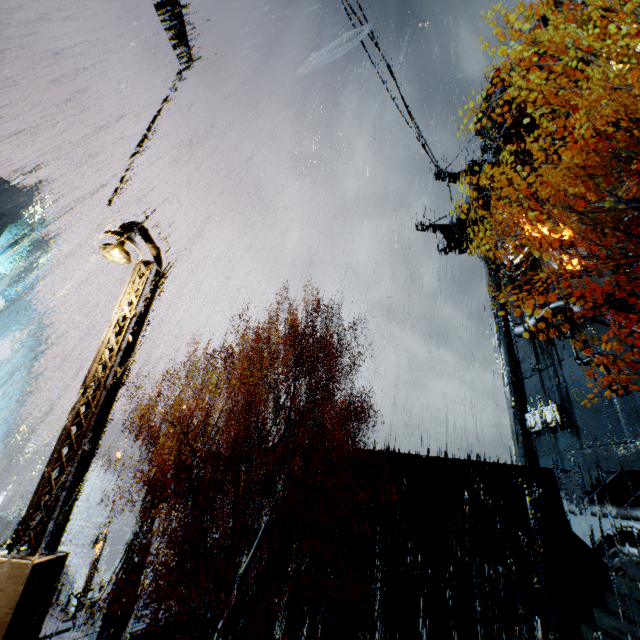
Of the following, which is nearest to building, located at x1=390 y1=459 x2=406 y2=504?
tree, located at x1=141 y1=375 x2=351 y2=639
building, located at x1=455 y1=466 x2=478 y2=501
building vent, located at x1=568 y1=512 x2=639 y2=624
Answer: building, located at x1=455 y1=466 x2=478 y2=501

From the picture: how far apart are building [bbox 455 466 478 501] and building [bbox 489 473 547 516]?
0.5 meters

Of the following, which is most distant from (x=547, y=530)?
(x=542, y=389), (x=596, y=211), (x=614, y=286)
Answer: (x=596, y=211)

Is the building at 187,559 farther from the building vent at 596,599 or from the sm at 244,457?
the building vent at 596,599

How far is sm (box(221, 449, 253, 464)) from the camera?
19.67m

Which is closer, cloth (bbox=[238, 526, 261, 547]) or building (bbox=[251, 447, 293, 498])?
building (bbox=[251, 447, 293, 498])

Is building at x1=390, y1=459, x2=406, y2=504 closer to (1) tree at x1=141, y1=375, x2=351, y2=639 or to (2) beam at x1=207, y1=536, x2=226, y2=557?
(2) beam at x1=207, y1=536, x2=226, y2=557

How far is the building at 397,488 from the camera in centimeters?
1886cm
